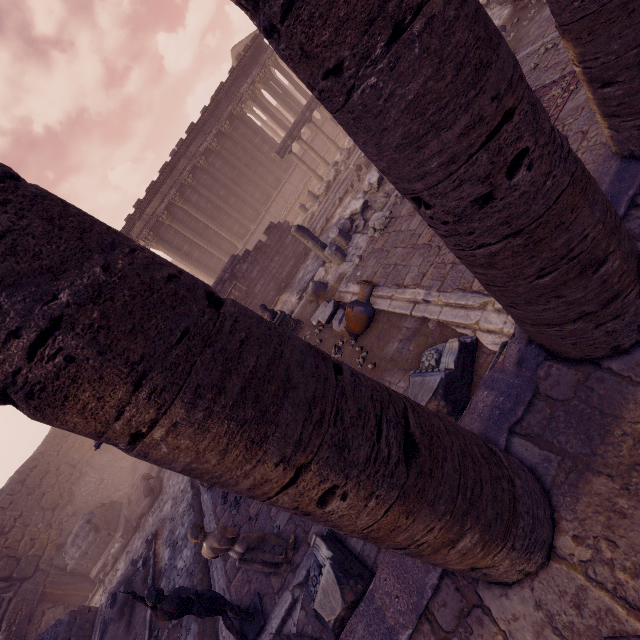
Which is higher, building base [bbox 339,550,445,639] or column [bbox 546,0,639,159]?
column [bbox 546,0,639,159]

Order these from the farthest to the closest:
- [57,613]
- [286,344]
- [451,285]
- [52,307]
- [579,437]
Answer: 1. [57,613]
2. [451,285]
3. [579,437]
4. [286,344]
5. [52,307]

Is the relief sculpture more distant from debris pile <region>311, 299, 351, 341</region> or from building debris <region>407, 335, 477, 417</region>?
building debris <region>407, 335, 477, 417</region>

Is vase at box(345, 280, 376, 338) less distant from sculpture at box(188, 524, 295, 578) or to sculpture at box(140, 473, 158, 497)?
sculpture at box(188, 524, 295, 578)

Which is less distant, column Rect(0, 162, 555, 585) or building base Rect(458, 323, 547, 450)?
column Rect(0, 162, 555, 585)

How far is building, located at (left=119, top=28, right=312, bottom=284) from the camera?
19.7 meters

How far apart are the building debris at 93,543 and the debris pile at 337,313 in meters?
13.2

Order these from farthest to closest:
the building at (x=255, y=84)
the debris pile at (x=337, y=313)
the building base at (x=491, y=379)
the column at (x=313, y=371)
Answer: the building at (x=255, y=84)
the debris pile at (x=337, y=313)
the building base at (x=491, y=379)
the column at (x=313, y=371)
